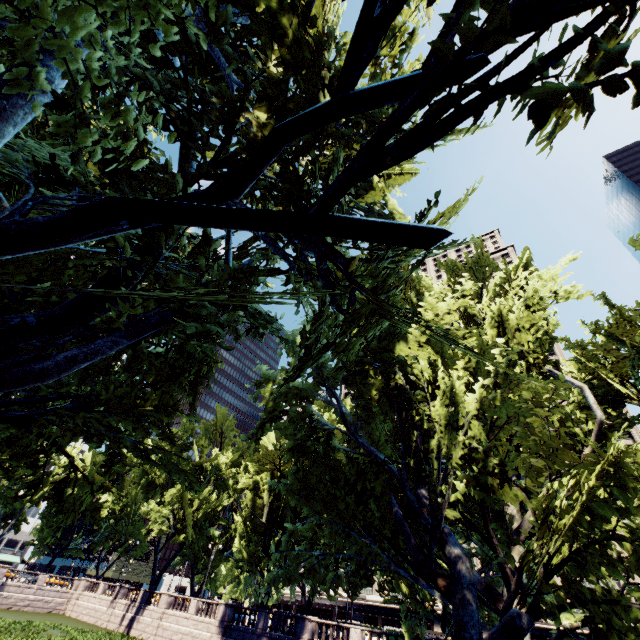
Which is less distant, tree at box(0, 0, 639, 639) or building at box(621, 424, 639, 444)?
tree at box(0, 0, 639, 639)

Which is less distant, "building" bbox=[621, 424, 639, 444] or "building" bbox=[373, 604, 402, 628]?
"building" bbox=[621, 424, 639, 444]

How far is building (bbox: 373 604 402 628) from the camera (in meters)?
58.06

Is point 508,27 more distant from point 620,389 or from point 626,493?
point 620,389

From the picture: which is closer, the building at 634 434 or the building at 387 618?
the building at 634 434

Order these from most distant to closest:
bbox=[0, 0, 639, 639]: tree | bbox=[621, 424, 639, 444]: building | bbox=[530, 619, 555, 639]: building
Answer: bbox=[621, 424, 639, 444]: building, bbox=[530, 619, 555, 639]: building, bbox=[0, 0, 639, 639]: tree

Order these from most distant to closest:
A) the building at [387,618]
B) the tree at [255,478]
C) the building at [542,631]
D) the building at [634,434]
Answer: the building at [387,618] < the building at [634,434] < the building at [542,631] < the tree at [255,478]
